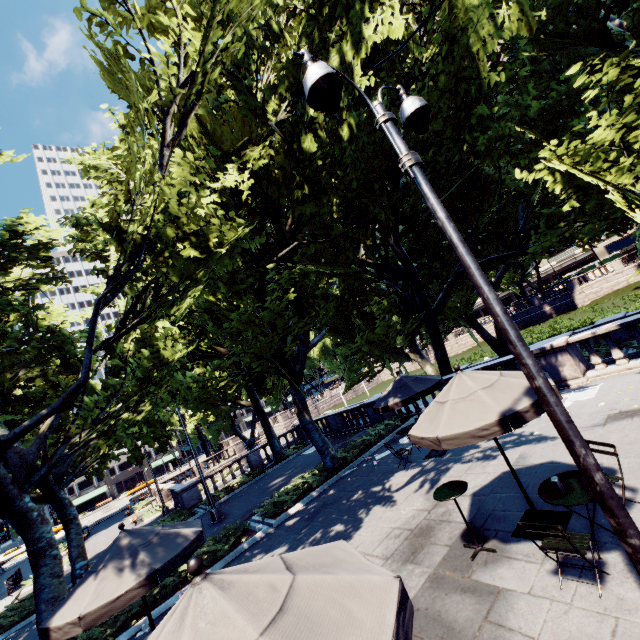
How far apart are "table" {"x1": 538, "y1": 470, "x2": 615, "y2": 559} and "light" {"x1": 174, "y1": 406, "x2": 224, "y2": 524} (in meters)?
15.50

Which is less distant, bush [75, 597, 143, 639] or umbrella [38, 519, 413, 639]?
umbrella [38, 519, 413, 639]

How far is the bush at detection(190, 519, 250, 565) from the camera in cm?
1096

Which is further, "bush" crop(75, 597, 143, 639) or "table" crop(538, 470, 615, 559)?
"bush" crop(75, 597, 143, 639)

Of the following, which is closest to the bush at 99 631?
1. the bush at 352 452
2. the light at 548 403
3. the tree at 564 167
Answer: the tree at 564 167

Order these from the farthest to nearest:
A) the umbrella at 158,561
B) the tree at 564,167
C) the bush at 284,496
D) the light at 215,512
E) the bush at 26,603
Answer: the light at 215,512, the bush at 26,603, the bush at 284,496, the tree at 564,167, the umbrella at 158,561

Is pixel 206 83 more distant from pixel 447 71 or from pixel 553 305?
pixel 553 305

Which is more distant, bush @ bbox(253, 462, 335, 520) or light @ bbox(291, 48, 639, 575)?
bush @ bbox(253, 462, 335, 520)
